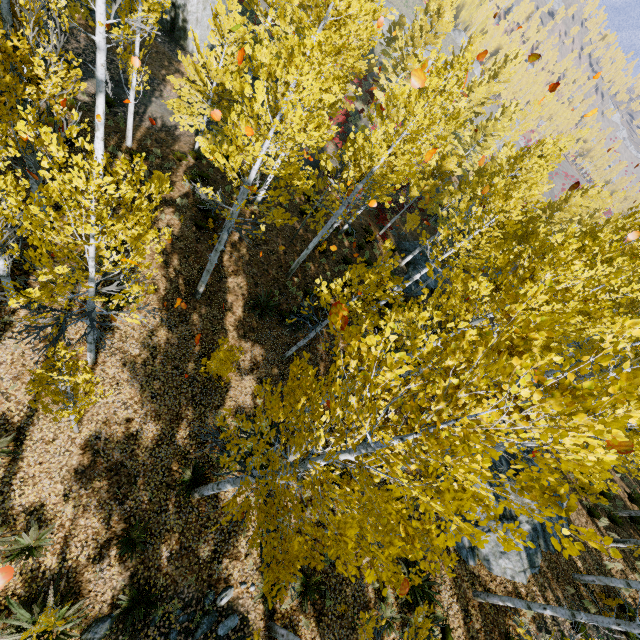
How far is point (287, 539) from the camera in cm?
390

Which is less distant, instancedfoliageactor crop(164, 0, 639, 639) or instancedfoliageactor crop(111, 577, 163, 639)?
instancedfoliageactor crop(164, 0, 639, 639)

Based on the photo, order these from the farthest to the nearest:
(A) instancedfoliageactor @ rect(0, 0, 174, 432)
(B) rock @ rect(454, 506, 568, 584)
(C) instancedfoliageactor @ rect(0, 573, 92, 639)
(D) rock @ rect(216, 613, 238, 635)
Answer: (B) rock @ rect(454, 506, 568, 584) < (D) rock @ rect(216, 613, 238, 635) < (C) instancedfoliageactor @ rect(0, 573, 92, 639) < (A) instancedfoliageactor @ rect(0, 0, 174, 432)

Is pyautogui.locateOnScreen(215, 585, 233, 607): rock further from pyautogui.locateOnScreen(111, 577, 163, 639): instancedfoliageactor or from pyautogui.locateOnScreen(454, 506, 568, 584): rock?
pyautogui.locateOnScreen(454, 506, 568, 584): rock

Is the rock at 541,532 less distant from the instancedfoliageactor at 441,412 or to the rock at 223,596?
the instancedfoliageactor at 441,412

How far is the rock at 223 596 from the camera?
8.1 meters

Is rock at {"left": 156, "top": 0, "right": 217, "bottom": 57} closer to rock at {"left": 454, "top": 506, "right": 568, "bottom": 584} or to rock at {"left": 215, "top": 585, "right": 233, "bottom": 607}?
rock at {"left": 454, "top": 506, "right": 568, "bottom": 584}

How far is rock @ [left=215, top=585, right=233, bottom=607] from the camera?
8.1m
